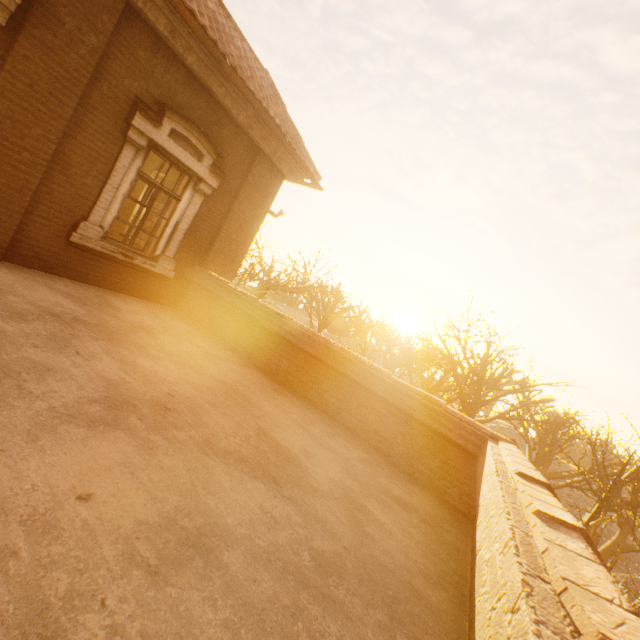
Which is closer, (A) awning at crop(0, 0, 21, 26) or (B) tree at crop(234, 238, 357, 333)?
(A) awning at crop(0, 0, 21, 26)

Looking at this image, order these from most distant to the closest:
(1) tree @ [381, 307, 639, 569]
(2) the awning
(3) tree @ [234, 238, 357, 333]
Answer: (3) tree @ [234, 238, 357, 333], (1) tree @ [381, 307, 639, 569], (2) the awning

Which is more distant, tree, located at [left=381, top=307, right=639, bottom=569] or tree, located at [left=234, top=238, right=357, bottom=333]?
tree, located at [left=234, top=238, right=357, bottom=333]

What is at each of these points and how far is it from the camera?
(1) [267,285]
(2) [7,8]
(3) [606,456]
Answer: (1) tree, 15.27m
(2) awning, 3.69m
(3) tree, 22.84m

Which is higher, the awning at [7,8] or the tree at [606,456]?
the awning at [7,8]

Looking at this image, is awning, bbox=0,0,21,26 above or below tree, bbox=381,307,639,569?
above
